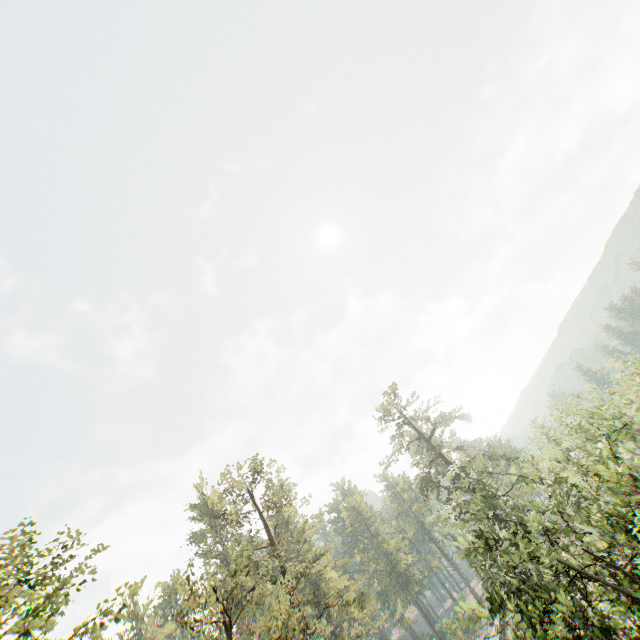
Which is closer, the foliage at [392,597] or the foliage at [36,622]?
the foliage at [36,622]

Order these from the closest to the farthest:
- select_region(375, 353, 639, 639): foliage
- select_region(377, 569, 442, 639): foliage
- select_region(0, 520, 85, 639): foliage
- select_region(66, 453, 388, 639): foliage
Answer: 1. select_region(0, 520, 85, 639): foliage
2. select_region(375, 353, 639, 639): foliage
3. select_region(66, 453, 388, 639): foliage
4. select_region(377, 569, 442, 639): foliage

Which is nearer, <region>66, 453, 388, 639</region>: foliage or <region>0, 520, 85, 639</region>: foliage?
<region>0, 520, 85, 639</region>: foliage

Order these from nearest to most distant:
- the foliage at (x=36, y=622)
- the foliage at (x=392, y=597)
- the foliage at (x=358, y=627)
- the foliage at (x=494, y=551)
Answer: the foliage at (x=36, y=622) → the foliage at (x=494, y=551) → the foliage at (x=358, y=627) → the foliage at (x=392, y=597)

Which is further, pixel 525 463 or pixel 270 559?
pixel 525 463

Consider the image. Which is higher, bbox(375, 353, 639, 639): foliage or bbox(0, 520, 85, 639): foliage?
bbox(0, 520, 85, 639): foliage
